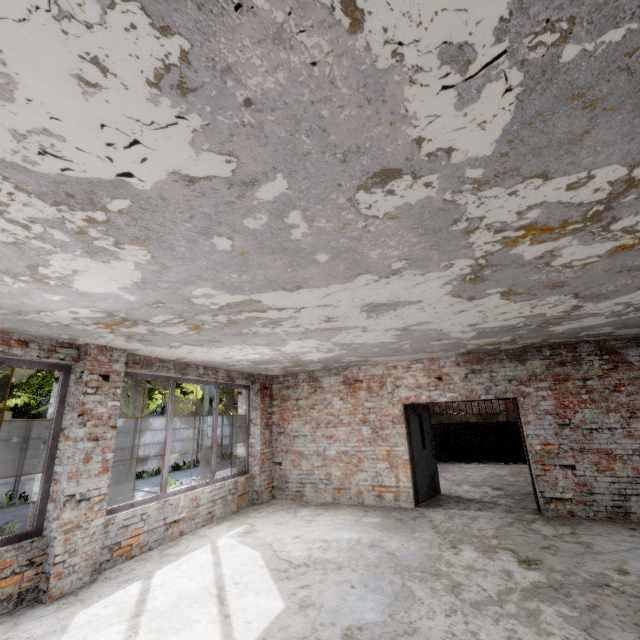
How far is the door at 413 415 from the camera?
7.48m

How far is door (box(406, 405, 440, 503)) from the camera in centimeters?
748cm

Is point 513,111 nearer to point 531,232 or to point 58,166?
point 531,232
